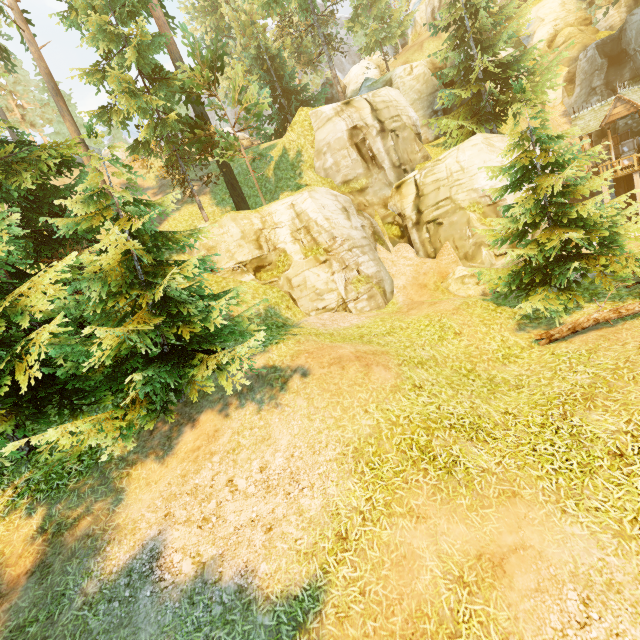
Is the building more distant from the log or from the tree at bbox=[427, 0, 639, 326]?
the log

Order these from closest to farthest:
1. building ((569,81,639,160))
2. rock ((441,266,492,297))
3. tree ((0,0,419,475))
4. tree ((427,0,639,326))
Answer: tree ((0,0,419,475))
tree ((427,0,639,326))
rock ((441,266,492,297))
building ((569,81,639,160))

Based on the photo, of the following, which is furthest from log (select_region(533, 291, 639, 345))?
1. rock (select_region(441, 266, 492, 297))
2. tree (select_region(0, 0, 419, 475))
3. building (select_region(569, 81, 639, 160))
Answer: building (select_region(569, 81, 639, 160))

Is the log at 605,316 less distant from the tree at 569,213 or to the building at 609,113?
the tree at 569,213

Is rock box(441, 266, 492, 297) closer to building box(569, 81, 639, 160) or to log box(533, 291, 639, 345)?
log box(533, 291, 639, 345)

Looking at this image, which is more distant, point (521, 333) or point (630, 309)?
point (521, 333)

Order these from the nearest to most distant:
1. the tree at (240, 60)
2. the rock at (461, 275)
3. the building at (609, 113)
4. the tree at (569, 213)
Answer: the tree at (240, 60), the tree at (569, 213), the rock at (461, 275), the building at (609, 113)
